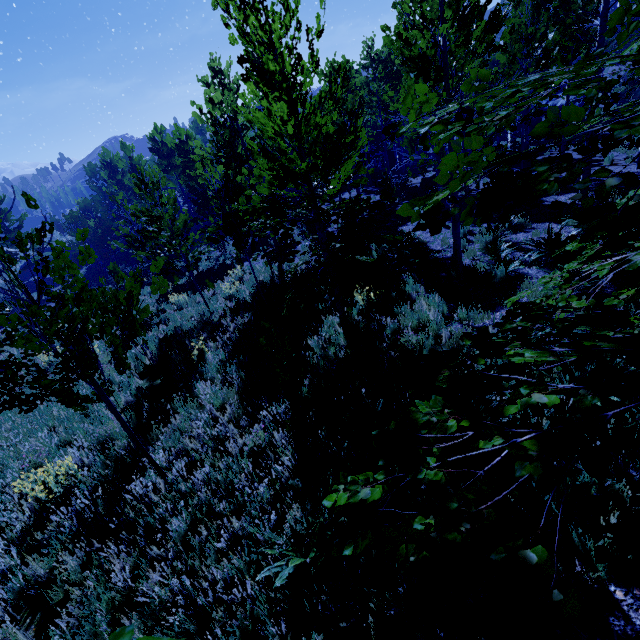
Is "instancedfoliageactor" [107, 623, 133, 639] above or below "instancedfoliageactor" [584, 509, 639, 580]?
above

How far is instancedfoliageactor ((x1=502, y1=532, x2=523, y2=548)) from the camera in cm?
94

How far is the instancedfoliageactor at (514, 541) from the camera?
0.94m

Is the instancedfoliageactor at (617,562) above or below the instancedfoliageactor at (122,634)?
below

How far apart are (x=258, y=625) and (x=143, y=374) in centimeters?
748cm
